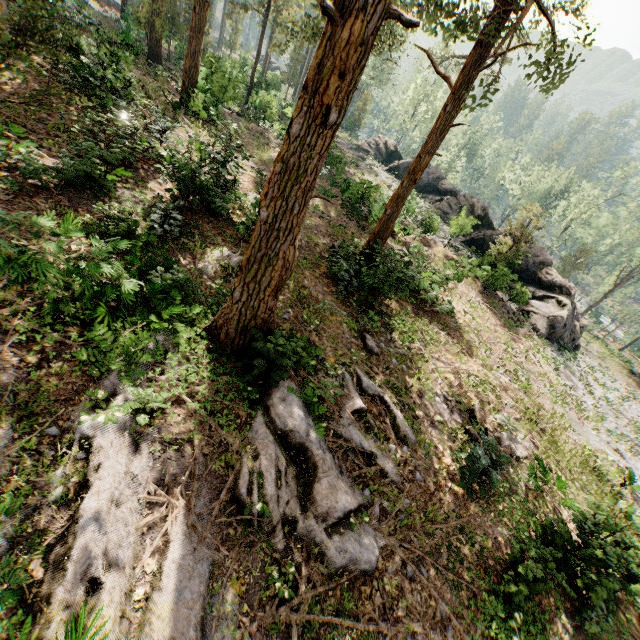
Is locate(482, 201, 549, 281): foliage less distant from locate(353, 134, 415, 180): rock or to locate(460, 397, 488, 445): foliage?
locate(353, 134, 415, 180): rock

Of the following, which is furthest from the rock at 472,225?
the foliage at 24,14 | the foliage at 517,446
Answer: the foliage at 517,446

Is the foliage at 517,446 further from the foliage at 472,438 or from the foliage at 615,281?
the foliage at 615,281

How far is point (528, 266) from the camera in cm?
2619

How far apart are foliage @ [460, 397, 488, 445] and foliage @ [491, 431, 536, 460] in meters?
0.1 m

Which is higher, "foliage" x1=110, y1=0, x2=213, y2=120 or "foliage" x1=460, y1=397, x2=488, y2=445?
"foliage" x1=110, y1=0, x2=213, y2=120

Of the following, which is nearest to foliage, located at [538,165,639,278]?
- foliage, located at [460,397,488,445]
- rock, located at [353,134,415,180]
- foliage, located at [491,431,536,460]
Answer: rock, located at [353,134,415,180]
